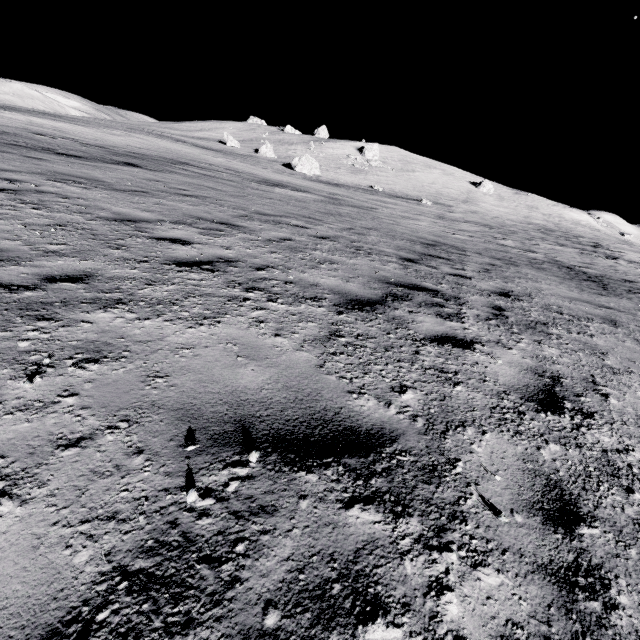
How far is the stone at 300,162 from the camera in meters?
39.9 m

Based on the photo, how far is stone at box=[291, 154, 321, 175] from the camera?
39.9 meters

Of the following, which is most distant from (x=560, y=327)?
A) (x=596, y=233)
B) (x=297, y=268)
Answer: (x=596, y=233)
